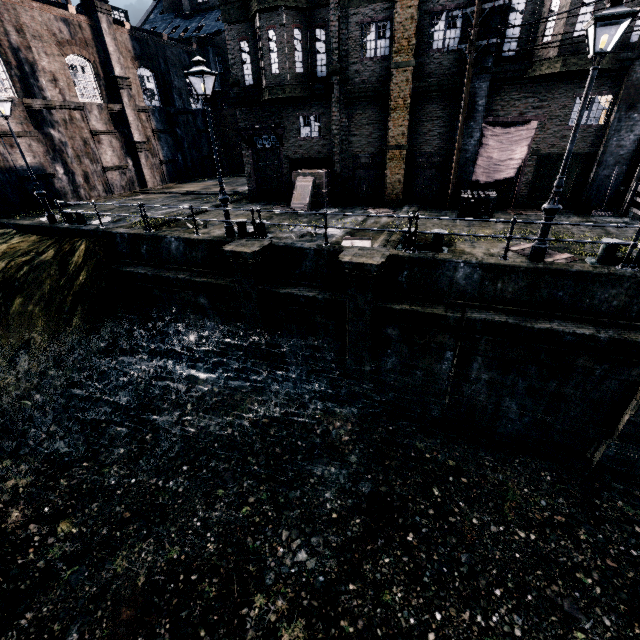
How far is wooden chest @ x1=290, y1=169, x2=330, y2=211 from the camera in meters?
17.6 m

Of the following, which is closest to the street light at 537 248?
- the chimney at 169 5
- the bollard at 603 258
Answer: the bollard at 603 258

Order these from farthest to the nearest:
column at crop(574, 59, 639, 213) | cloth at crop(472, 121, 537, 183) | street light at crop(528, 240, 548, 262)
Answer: cloth at crop(472, 121, 537, 183)
column at crop(574, 59, 639, 213)
street light at crop(528, 240, 548, 262)

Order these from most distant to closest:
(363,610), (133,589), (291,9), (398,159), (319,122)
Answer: (319,122) < (398,159) < (291,9) < (133,589) < (363,610)

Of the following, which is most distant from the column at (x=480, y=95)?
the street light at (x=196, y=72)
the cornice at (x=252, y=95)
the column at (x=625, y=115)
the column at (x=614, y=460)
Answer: the street light at (x=196, y=72)

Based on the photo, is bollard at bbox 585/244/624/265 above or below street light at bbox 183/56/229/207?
below

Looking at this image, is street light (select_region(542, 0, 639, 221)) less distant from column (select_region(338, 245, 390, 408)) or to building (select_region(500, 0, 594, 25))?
column (select_region(338, 245, 390, 408))

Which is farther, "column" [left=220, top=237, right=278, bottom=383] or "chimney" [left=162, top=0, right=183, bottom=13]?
"chimney" [left=162, top=0, right=183, bottom=13]
